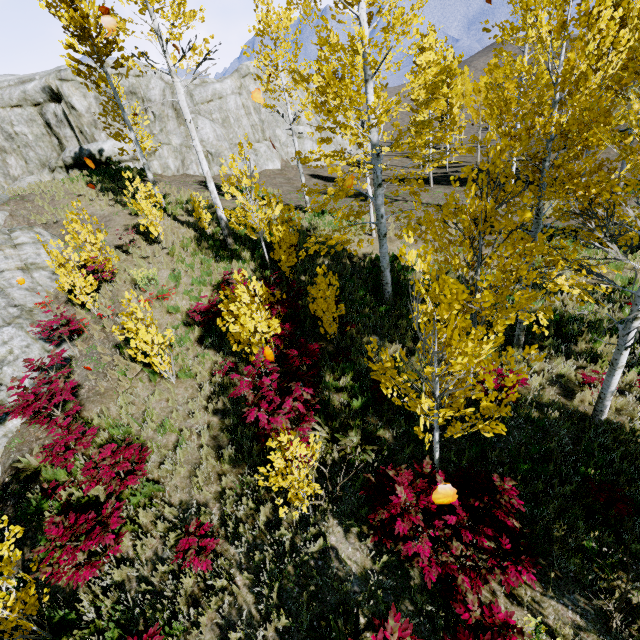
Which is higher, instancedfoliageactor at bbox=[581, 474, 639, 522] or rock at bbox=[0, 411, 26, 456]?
rock at bbox=[0, 411, 26, 456]

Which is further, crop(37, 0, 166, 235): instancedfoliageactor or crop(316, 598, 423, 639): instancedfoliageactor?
crop(37, 0, 166, 235): instancedfoliageactor

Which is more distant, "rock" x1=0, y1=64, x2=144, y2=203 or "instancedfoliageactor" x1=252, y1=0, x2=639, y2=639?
"rock" x1=0, y1=64, x2=144, y2=203

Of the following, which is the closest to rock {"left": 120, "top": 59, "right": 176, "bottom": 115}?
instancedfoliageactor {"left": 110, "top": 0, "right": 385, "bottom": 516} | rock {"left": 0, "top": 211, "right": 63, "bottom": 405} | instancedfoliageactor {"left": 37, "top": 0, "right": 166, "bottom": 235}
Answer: instancedfoliageactor {"left": 37, "top": 0, "right": 166, "bottom": 235}

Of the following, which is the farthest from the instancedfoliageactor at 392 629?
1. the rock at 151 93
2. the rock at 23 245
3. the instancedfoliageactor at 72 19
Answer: the rock at 151 93

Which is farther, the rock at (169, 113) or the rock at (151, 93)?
the rock at (169, 113)

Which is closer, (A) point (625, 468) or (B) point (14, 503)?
(A) point (625, 468)

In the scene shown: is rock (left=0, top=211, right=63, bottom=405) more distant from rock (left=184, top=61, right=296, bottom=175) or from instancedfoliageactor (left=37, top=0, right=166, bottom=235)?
rock (left=184, top=61, right=296, bottom=175)
